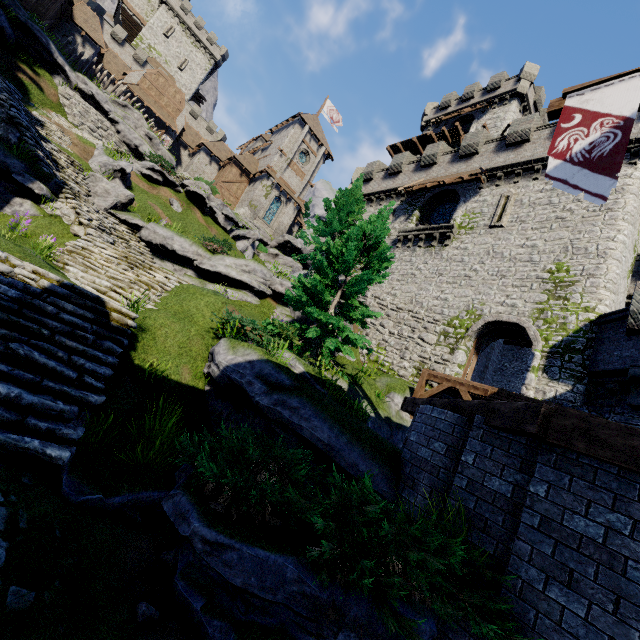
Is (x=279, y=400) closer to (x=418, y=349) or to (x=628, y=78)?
(x=628, y=78)

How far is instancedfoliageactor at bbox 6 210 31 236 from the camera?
9.46m

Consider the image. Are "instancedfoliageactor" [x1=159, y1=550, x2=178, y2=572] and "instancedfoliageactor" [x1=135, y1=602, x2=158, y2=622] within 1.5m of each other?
yes

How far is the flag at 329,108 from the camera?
46.1m

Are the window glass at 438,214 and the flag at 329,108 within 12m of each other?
no

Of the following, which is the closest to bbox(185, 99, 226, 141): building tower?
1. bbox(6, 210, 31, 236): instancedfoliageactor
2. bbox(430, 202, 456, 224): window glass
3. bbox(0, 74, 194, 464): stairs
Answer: bbox(0, 74, 194, 464): stairs

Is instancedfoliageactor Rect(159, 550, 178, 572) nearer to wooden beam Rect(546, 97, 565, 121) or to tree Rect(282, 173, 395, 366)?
tree Rect(282, 173, 395, 366)

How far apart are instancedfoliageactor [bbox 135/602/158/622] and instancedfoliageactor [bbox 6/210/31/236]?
11.1m
